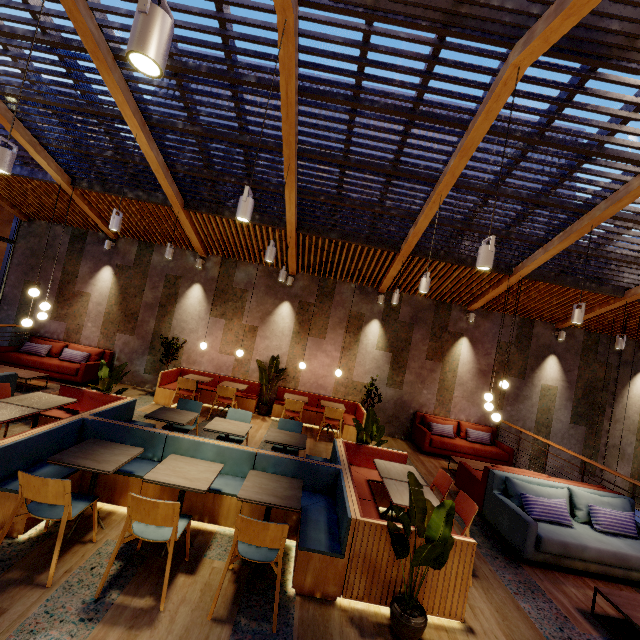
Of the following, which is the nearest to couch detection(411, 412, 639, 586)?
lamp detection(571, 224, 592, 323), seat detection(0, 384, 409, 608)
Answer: seat detection(0, 384, 409, 608)

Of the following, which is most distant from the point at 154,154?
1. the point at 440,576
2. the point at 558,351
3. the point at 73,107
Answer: the point at 558,351

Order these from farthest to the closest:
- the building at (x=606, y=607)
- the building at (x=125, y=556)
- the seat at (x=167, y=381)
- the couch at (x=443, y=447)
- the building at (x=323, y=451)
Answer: the seat at (x=167, y=381) < the building at (x=323, y=451) < the couch at (x=443, y=447) < the building at (x=606, y=607) < the building at (x=125, y=556)

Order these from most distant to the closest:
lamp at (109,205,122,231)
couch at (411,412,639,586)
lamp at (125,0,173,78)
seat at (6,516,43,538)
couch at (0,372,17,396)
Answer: couch at (0,372,17,396) < lamp at (109,205,122,231) < couch at (411,412,639,586) < seat at (6,516,43,538) < lamp at (125,0,173,78)

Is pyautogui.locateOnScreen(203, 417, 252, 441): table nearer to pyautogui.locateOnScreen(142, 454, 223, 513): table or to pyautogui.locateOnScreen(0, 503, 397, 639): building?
pyautogui.locateOnScreen(0, 503, 397, 639): building

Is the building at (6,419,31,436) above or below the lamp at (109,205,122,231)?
below

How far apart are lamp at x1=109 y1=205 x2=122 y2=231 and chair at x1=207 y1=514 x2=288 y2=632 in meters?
5.0

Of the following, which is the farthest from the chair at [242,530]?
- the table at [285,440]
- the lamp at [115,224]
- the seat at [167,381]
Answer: the seat at [167,381]
